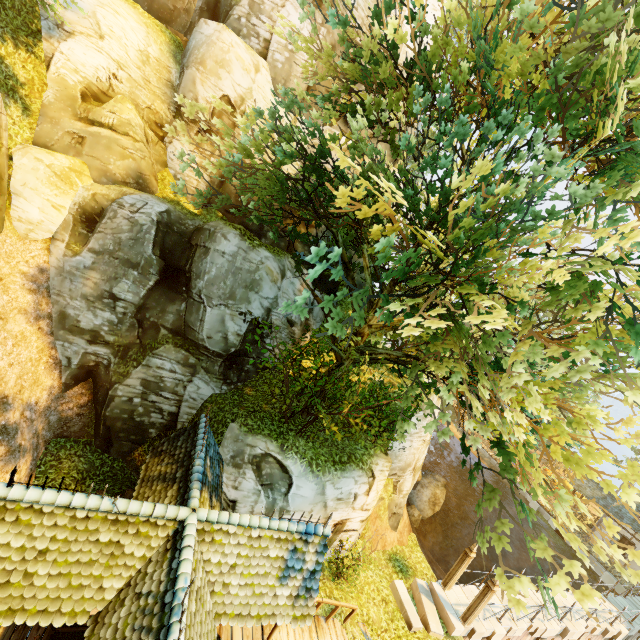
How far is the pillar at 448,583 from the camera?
13.9 meters

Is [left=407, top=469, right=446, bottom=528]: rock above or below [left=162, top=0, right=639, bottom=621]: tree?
below

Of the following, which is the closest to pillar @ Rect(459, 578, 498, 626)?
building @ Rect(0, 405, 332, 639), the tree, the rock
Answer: the tree

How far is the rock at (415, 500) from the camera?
28.0 meters

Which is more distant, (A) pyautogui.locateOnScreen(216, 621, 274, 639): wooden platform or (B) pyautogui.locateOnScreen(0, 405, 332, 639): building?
(A) pyautogui.locateOnScreen(216, 621, 274, 639): wooden platform

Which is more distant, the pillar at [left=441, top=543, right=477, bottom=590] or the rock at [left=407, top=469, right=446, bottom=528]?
the rock at [left=407, top=469, right=446, bottom=528]

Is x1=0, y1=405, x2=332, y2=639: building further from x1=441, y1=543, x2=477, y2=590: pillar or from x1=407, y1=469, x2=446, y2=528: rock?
x1=407, y1=469, x2=446, y2=528: rock

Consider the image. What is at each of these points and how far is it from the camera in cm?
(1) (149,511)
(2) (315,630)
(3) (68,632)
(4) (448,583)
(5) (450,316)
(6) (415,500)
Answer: (1) building, 685
(2) wooden platform, 1069
(3) box, 748
(4) pillar, 1420
(5) tree, 845
(6) rock, 2903
